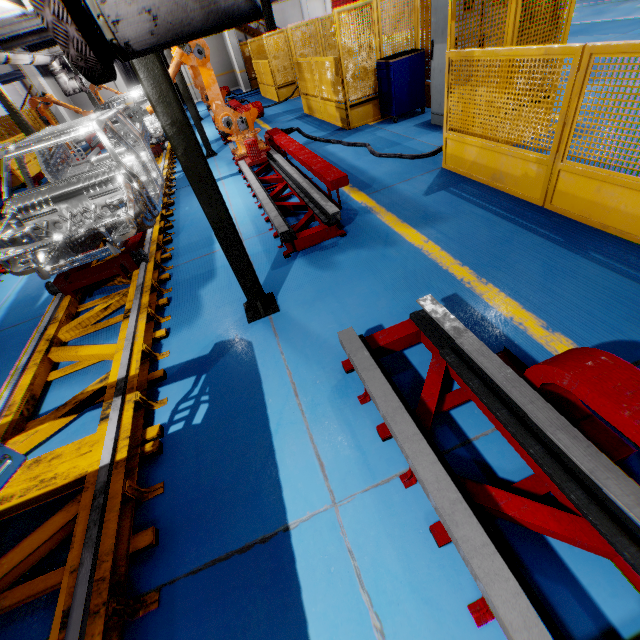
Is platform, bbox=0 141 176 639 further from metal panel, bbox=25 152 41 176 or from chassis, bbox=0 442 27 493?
metal panel, bbox=25 152 41 176

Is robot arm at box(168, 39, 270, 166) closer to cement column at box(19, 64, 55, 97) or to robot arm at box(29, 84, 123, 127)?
robot arm at box(29, 84, 123, 127)

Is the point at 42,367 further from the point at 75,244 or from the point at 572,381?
the point at 572,381

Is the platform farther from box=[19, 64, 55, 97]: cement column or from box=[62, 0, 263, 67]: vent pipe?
box=[19, 64, 55, 97]: cement column

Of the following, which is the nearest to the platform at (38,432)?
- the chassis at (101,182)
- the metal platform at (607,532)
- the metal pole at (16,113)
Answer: the chassis at (101,182)

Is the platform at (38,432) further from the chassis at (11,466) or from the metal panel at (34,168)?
the metal panel at (34,168)

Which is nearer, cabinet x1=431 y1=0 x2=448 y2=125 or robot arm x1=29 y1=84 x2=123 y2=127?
cabinet x1=431 y1=0 x2=448 y2=125

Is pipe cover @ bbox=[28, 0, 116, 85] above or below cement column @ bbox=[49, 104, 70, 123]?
above
